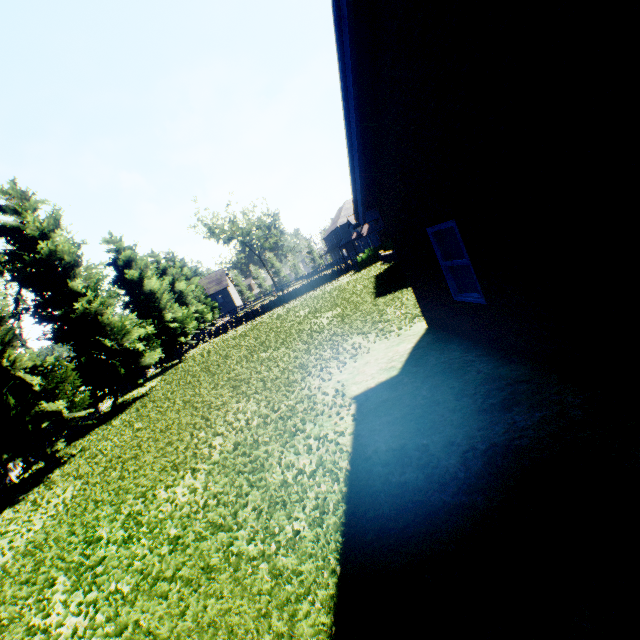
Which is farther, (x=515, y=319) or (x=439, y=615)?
(x=515, y=319)
